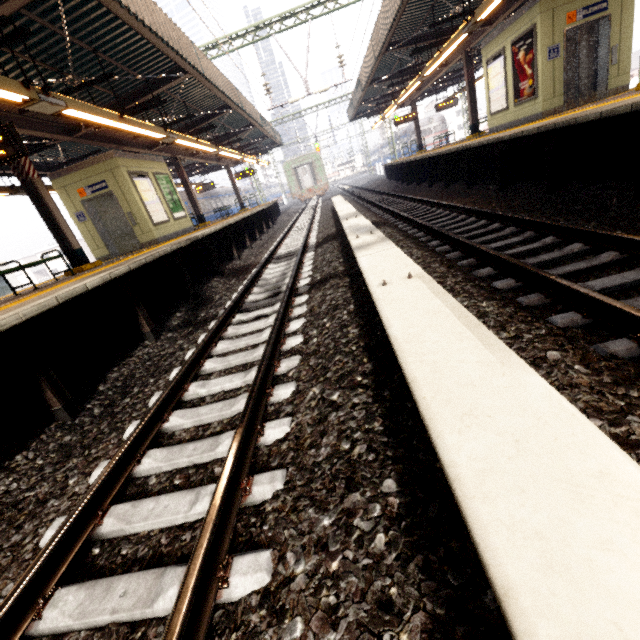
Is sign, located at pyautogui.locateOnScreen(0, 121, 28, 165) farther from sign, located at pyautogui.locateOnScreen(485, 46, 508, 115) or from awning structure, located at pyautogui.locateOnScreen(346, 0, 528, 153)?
sign, located at pyautogui.locateOnScreen(485, 46, 508, 115)

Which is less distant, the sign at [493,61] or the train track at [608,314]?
the train track at [608,314]

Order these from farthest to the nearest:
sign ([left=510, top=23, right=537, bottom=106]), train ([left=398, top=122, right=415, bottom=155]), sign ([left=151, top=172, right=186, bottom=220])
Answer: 1. train ([left=398, top=122, right=415, bottom=155])
2. sign ([left=151, top=172, right=186, bottom=220])
3. sign ([left=510, top=23, right=537, bottom=106])

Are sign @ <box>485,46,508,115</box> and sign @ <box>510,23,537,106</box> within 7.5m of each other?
yes

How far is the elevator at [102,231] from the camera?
10.2m

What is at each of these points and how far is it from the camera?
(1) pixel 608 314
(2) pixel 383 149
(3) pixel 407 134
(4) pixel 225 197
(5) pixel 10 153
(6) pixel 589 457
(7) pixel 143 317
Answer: (1) train track, 2.5 meters
(2) train, 53.9 meters
(3) train, 38.2 meters
(4) train, 34.5 meters
(5) sign, 5.4 meters
(6) electrical rail conduit, 1.0 meters
(7) platform underside, 5.4 meters

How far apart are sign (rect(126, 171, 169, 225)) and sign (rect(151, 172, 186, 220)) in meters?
0.3 m

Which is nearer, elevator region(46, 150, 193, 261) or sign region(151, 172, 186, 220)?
elevator region(46, 150, 193, 261)
